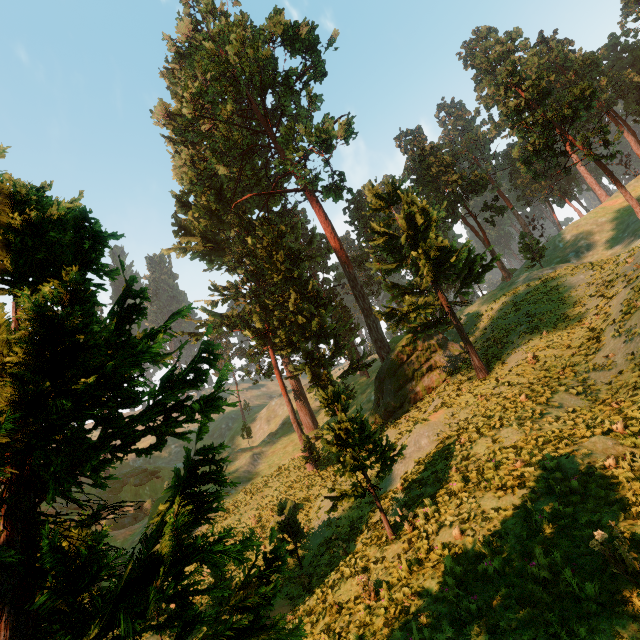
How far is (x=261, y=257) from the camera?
32.50m

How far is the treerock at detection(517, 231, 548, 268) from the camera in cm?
3975

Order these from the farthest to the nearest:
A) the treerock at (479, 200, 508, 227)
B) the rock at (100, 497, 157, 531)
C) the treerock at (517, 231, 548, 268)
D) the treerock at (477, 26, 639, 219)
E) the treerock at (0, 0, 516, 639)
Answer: the rock at (100, 497, 157, 531)
the treerock at (479, 200, 508, 227)
the treerock at (517, 231, 548, 268)
the treerock at (477, 26, 639, 219)
the treerock at (0, 0, 516, 639)

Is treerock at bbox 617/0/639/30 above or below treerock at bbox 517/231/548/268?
above

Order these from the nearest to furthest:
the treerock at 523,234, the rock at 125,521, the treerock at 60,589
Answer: the treerock at 60,589
the treerock at 523,234
the rock at 125,521

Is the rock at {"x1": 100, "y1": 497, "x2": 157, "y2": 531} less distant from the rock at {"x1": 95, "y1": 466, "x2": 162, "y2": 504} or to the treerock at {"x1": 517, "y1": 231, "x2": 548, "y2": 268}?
the rock at {"x1": 95, "y1": 466, "x2": 162, "y2": 504}

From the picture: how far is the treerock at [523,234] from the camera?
39.8m
